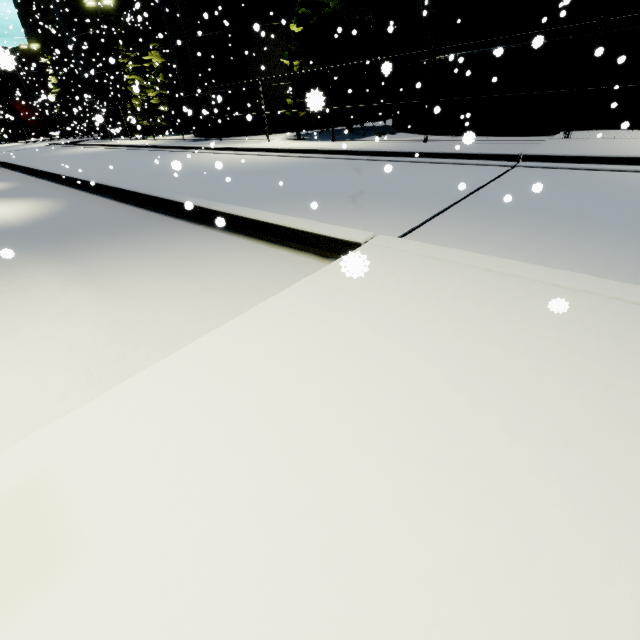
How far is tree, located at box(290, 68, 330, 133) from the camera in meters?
2.6 m

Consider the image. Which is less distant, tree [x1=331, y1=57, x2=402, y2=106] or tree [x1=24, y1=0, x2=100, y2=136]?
tree [x1=331, y1=57, x2=402, y2=106]

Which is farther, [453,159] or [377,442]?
[453,159]

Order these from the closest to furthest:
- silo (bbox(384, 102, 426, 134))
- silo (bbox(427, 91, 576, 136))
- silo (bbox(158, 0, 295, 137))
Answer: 1. silo (bbox(427, 91, 576, 136))
2. silo (bbox(384, 102, 426, 134))
3. silo (bbox(158, 0, 295, 137))

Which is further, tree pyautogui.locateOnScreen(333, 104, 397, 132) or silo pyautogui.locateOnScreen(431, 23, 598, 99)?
tree pyautogui.locateOnScreen(333, 104, 397, 132)

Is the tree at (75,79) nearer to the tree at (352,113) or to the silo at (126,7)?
the silo at (126,7)

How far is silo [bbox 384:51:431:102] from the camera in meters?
14.8 m
